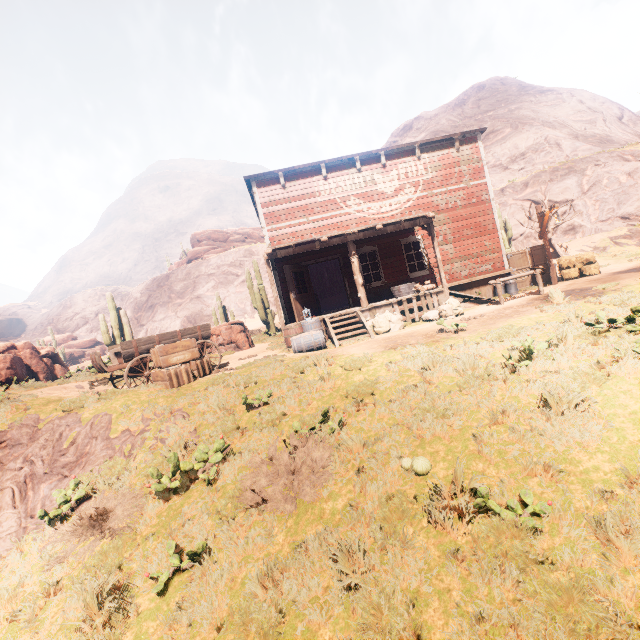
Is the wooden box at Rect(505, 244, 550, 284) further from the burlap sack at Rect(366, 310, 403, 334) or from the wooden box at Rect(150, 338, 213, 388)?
the wooden box at Rect(150, 338, 213, 388)

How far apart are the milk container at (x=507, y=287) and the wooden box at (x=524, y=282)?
0.9m

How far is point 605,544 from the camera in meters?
2.7 m

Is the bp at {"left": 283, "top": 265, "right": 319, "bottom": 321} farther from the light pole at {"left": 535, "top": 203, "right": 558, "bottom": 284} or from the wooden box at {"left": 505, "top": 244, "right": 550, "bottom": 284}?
the light pole at {"left": 535, "top": 203, "right": 558, "bottom": 284}

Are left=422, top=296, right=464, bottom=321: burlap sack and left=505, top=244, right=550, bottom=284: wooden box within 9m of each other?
yes

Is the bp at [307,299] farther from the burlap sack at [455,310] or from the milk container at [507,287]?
the milk container at [507,287]

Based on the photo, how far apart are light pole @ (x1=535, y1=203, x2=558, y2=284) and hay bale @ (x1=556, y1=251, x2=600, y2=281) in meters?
0.9

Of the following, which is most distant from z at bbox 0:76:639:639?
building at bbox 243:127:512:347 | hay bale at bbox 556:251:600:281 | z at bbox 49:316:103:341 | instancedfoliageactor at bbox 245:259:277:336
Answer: hay bale at bbox 556:251:600:281
